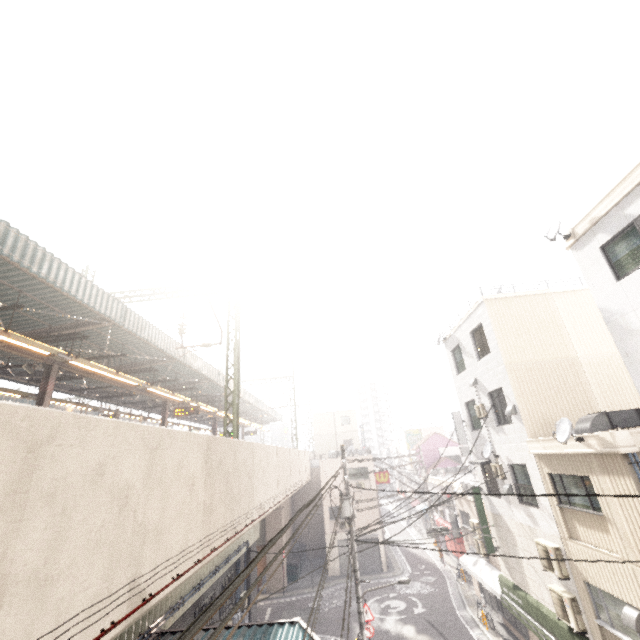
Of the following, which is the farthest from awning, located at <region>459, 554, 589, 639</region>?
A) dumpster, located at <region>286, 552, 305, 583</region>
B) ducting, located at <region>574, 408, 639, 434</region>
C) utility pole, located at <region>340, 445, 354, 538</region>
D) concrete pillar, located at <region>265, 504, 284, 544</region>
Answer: dumpster, located at <region>286, 552, 305, 583</region>

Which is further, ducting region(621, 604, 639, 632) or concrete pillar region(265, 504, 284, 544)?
concrete pillar region(265, 504, 284, 544)

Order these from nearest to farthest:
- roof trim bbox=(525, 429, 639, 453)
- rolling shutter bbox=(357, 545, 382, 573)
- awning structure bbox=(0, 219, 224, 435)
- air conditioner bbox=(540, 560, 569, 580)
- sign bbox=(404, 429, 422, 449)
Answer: roof trim bbox=(525, 429, 639, 453) → awning structure bbox=(0, 219, 224, 435) → air conditioner bbox=(540, 560, 569, 580) → rolling shutter bbox=(357, 545, 382, 573) → sign bbox=(404, 429, 422, 449)

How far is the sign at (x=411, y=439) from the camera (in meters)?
47.97

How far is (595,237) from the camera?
9.45m

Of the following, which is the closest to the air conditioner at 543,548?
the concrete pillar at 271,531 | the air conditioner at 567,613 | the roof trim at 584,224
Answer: the air conditioner at 567,613

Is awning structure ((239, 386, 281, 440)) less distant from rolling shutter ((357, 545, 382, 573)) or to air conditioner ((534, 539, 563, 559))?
rolling shutter ((357, 545, 382, 573))

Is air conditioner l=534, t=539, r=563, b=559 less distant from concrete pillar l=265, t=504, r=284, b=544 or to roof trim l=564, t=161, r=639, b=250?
roof trim l=564, t=161, r=639, b=250
